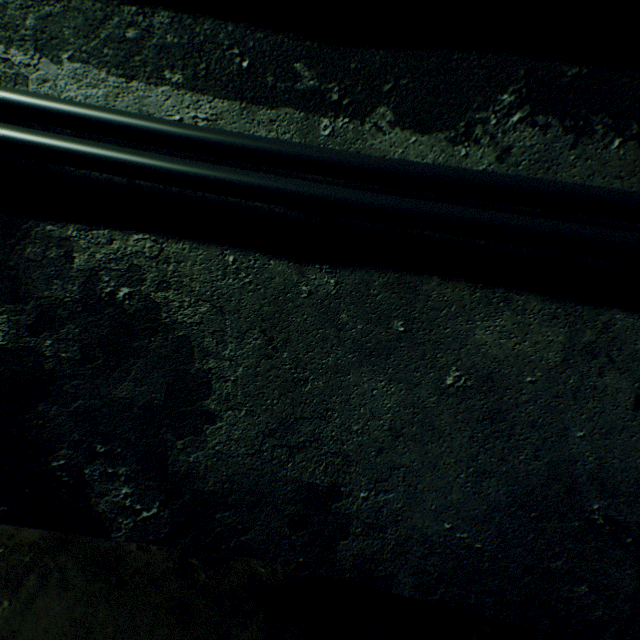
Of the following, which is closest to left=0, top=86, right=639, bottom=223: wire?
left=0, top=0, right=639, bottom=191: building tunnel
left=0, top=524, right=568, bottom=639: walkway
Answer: left=0, top=0, right=639, bottom=191: building tunnel

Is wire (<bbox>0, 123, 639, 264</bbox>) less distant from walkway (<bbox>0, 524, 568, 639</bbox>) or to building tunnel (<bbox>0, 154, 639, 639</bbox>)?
building tunnel (<bbox>0, 154, 639, 639</bbox>)

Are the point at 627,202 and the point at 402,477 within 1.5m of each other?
yes

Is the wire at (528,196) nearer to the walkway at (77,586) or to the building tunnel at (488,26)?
the building tunnel at (488,26)

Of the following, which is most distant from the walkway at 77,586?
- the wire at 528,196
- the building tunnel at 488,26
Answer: the wire at 528,196
